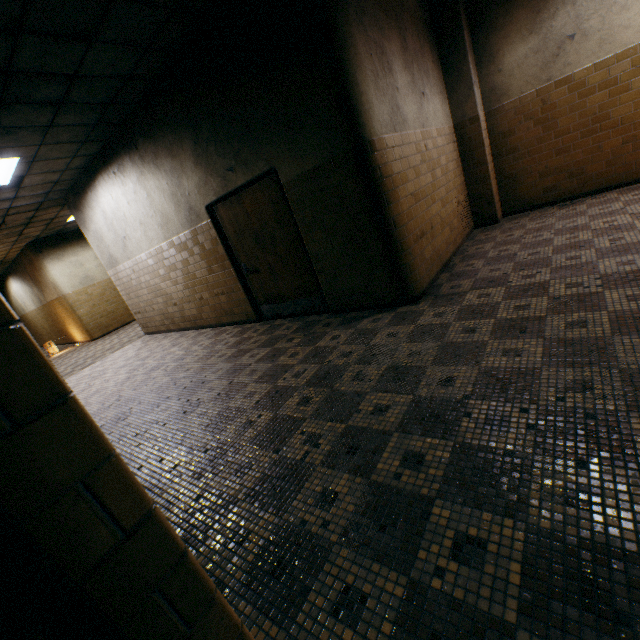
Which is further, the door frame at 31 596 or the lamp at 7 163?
the lamp at 7 163

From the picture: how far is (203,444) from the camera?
2.93m

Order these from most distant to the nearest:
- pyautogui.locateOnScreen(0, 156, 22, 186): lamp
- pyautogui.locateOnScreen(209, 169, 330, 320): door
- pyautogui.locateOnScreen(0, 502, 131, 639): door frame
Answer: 1. pyautogui.locateOnScreen(0, 156, 22, 186): lamp
2. pyautogui.locateOnScreen(209, 169, 330, 320): door
3. pyautogui.locateOnScreen(0, 502, 131, 639): door frame

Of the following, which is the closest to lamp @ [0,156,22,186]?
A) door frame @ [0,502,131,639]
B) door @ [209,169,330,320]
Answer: door @ [209,169,330,320]

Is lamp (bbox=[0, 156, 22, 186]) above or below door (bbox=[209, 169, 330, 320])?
above

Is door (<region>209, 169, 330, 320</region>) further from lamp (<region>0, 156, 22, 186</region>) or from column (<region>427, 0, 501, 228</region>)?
column (<region>427, 0, 501, 228</region>)

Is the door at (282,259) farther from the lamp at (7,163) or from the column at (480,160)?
the column at (480,160)
